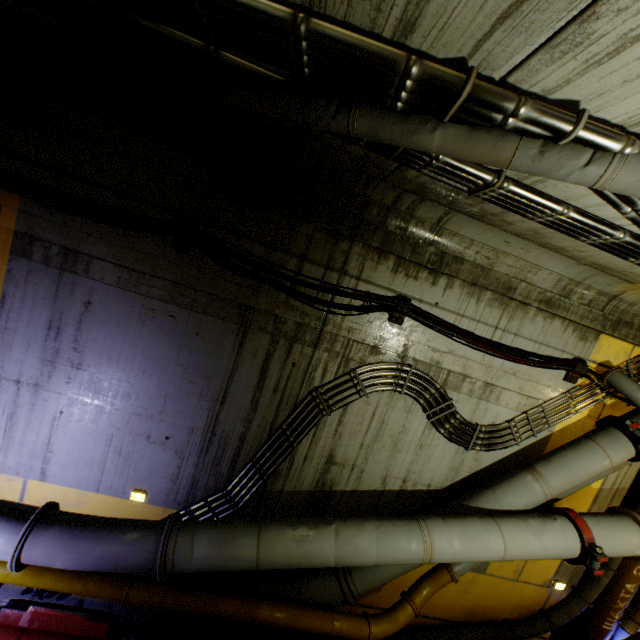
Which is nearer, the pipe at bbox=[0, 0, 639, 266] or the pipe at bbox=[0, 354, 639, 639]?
the pipe at bbox=[0, 0, 639, 266]

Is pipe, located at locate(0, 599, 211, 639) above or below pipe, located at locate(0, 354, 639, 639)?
below

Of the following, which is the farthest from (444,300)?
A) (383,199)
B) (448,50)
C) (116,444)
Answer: (116,444)

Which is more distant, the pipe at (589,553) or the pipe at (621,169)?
the pipe at (589,553)

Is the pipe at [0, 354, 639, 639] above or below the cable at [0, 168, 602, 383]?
below

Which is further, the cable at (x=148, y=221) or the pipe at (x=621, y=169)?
the cable at (x=148, y=221)
